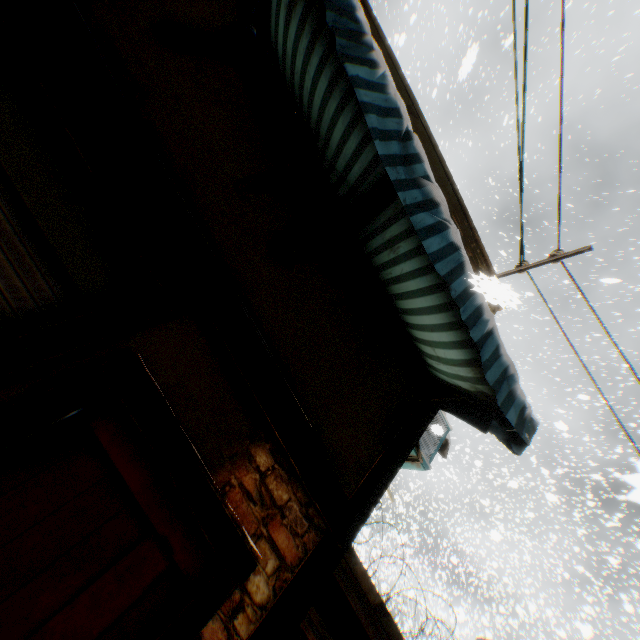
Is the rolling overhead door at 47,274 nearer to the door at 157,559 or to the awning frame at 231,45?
the door at 157,559

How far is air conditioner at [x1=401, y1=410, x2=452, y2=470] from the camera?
3.8 meters

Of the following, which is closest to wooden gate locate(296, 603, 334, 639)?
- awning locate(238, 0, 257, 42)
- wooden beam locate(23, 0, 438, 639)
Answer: wooden beam locate(23, 0, 438, 639)

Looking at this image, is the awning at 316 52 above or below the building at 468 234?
below

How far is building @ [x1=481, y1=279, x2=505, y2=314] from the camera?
1.0 meters

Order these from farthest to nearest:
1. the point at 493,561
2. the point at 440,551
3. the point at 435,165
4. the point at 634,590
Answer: the point at 440,551 → the point at 634,590 → the point at 493,561 → the point at 435,165

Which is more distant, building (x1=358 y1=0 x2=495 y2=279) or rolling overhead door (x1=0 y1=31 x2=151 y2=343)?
building (x1=358 y1=0 x2=495 y2=279)

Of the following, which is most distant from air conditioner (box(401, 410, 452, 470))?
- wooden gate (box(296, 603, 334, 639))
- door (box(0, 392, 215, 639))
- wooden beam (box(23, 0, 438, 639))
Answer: door (box(0, 392, 215, 639))
